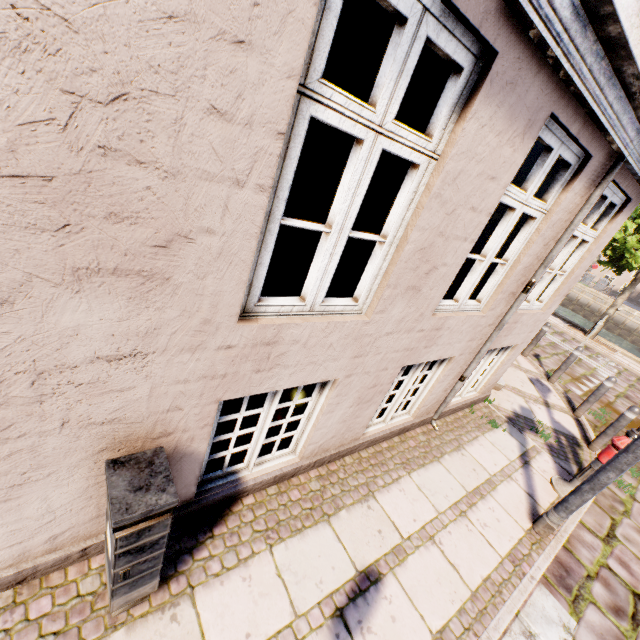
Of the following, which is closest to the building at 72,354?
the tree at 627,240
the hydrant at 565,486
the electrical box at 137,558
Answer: the electrical box at 137,558

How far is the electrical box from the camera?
1.6 meters

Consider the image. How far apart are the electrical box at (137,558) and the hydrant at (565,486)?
5.3 meters

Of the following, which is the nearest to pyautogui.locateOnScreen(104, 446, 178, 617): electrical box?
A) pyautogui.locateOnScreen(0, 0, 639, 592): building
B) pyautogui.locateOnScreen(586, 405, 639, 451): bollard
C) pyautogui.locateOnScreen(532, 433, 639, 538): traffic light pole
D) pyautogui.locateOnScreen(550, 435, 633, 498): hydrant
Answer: pyautogui.locateOnScreen(0, 0, 639, 592): building

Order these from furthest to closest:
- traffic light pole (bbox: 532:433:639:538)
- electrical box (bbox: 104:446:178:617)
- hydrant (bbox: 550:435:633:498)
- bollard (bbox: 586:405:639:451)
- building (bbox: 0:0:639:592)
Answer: bollard (bbox: 586:405:639:451)
hydrant (bbox: 550:435:633:498)
traffic light pole (bbox: 532:433:639:538)
electrical box (bbox: 104:446:178:617)
building (bbox: 0:0:639:592)

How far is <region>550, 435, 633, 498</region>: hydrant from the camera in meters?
4.3 m

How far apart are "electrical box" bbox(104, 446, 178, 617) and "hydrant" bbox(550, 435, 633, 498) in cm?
531

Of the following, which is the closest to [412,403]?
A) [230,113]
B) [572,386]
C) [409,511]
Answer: [409,511]
